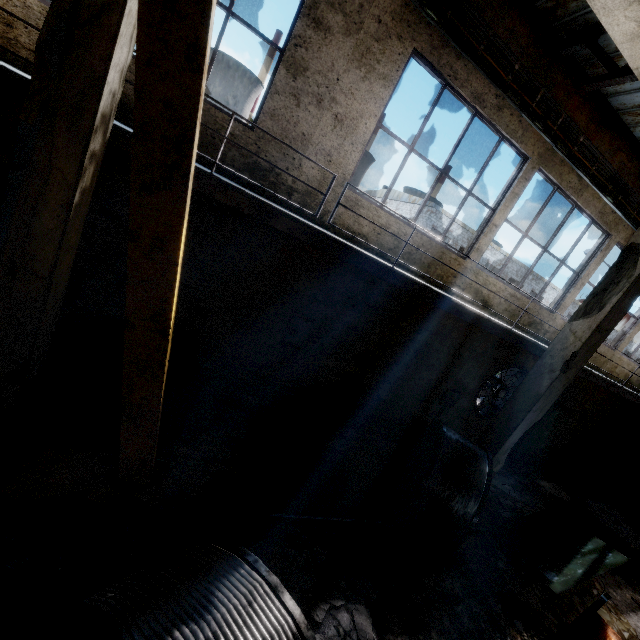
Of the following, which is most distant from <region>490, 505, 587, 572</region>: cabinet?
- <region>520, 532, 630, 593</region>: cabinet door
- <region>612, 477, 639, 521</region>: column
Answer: <region>612, 477, 639, 521</region>: column

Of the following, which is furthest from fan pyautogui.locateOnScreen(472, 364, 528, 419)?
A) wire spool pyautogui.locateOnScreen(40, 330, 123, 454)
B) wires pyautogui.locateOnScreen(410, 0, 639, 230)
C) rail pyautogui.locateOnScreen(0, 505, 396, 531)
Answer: wire spool pyautogui.locateOnScreen(40, 330, 123, 454)

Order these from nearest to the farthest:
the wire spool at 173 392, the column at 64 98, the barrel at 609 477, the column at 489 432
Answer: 1. the column at 64 98
2. the wire spool at 173 392
3. the column at 489 432
4. the barrel at 609 477

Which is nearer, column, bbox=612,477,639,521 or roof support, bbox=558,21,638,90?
roof support, bbox=558,21,638,90

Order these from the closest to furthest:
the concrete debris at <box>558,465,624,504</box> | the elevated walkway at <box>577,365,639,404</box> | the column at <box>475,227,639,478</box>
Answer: the column at <box>475,227,639,478</box>, the elevated walkway at <box>577,365,639,404</box>, the concrete debris at <box>558,465,624,504</box>

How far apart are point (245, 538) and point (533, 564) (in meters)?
5.51

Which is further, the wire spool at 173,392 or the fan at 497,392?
the fan at 497,392

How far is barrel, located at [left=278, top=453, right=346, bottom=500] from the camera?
5.1 meters
